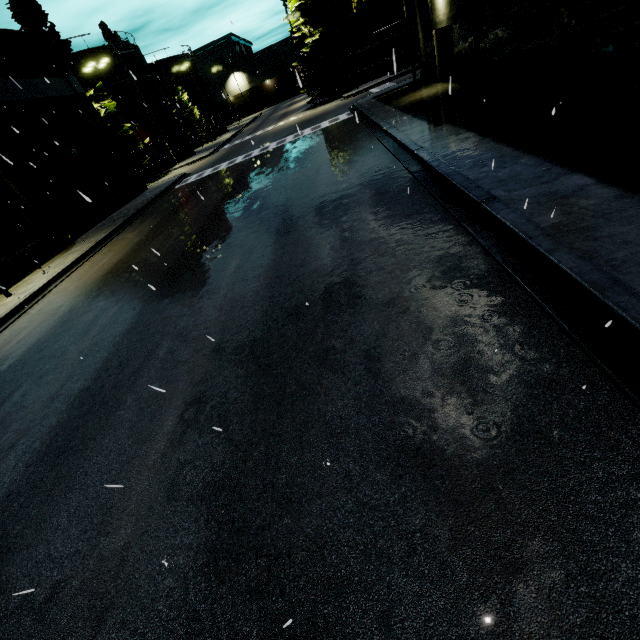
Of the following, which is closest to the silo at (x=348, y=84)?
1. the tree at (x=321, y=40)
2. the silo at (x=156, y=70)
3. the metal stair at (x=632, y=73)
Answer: the tree at (x=321, y=40)

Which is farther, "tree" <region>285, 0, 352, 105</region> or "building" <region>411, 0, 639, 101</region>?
"tree" <region>285, 0, 352, 105</region>

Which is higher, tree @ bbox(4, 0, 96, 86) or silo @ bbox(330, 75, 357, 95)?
tree @ bbox(4, 0, 96, 86)

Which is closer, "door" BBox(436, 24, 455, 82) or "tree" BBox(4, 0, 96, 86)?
"door" BBox(436, 24, 455, 82)

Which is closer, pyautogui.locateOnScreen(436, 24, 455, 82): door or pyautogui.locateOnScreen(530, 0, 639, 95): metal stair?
pyautogui.locateOnScreen(530, 0, 639, 95): metal stair

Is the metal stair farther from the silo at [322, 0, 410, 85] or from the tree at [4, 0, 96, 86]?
the tree at [4, 0, 96, 86]

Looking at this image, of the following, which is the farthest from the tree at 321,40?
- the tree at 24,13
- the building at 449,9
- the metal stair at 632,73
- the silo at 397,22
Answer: the tree at 24,13

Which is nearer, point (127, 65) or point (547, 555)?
point (547, 555)
